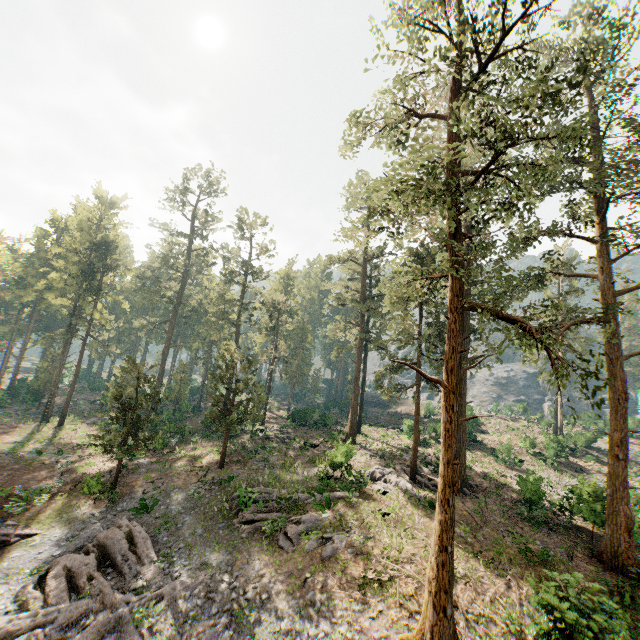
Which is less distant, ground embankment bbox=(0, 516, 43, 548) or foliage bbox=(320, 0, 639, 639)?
foliage bbox=(320, 0, 639, 639)

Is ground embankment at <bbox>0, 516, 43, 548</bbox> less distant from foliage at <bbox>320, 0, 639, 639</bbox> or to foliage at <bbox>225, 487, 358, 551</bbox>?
foliage at <bbox>320, 0, 639, 639</bbox>

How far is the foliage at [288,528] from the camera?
18.22m

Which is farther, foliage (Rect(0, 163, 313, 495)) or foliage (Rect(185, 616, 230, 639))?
foliage (Rect(0, 163, 313, 495))

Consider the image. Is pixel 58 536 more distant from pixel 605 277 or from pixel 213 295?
pixel 213 295

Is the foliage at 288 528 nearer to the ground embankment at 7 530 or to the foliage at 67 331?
the foliage at 67 331

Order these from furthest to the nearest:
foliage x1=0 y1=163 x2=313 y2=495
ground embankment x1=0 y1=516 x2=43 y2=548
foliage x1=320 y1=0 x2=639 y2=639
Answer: foliage x1=0 y1=163 x2=313 y2=495 → ground embankment x1=0 y1=516 x2=43 y2=548 → foliage x1=320 y1=0 x2=639 y2=639
